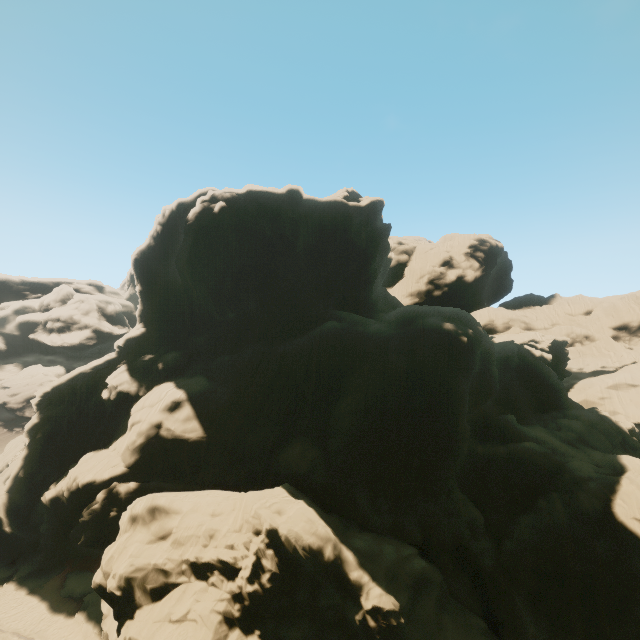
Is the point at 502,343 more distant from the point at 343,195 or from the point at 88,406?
the point at 88,406
